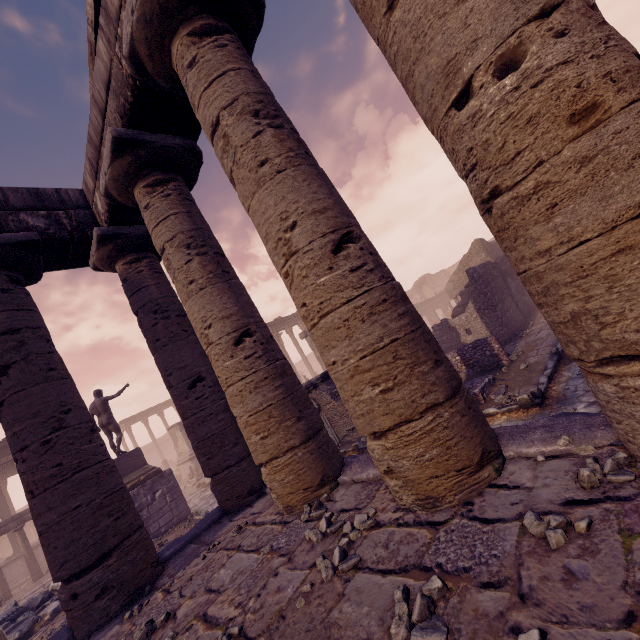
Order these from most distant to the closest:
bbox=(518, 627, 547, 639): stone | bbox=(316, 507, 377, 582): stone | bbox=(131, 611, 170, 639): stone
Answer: bbox=(131, 611, 170, 639): stone, bbox=(316, 507, 377, 582): stone, bbox=(518, 627, 547, 639): stone

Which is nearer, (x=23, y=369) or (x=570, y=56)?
(x=570, y=56)

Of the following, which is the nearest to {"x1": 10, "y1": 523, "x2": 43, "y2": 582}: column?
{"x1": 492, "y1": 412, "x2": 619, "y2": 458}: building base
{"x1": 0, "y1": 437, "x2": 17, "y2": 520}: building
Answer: {"x1": 0, "y1": 437, "x2": 17, "y2": 520}: building

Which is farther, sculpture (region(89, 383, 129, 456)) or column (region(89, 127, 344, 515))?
sculpture (region(89, 383, 129, 456))

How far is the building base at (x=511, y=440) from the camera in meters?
2.3 m

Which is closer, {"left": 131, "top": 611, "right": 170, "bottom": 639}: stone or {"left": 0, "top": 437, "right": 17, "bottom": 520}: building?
{"left": 131, "top": 611, "right": 170, "bottom": 639}: stone

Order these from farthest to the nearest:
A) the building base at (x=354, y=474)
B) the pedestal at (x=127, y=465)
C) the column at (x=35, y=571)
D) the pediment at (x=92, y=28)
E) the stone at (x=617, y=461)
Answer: the column at (x=35, y=571), the pedestal at (x=127, y=465), the pediment at (x=92, y=28), the building base at (x=354, y=474), the stone at (x=617, y=461)

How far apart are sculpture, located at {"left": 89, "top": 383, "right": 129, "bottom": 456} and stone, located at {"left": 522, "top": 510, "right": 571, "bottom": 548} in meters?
13.7 m
